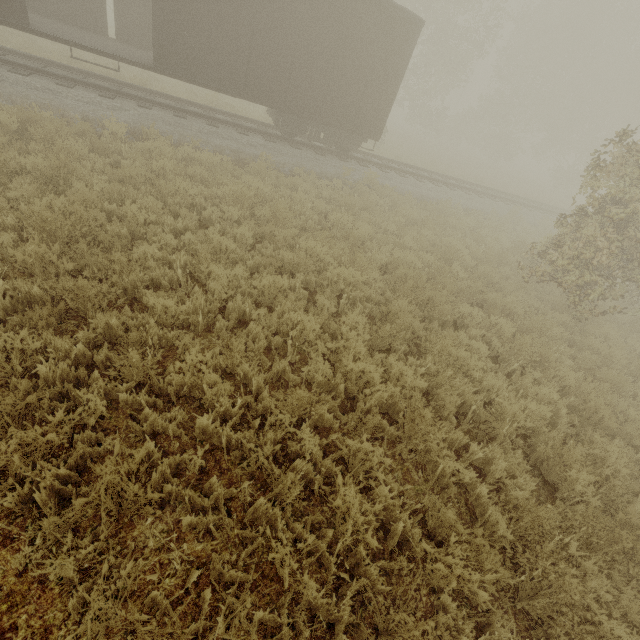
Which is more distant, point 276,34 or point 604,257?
point 276,34

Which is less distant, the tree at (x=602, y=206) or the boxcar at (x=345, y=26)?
the tree at (x=602, y=206)

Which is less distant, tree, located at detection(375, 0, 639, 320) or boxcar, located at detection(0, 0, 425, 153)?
tree, located at detection(375, 0, 639, 320)
